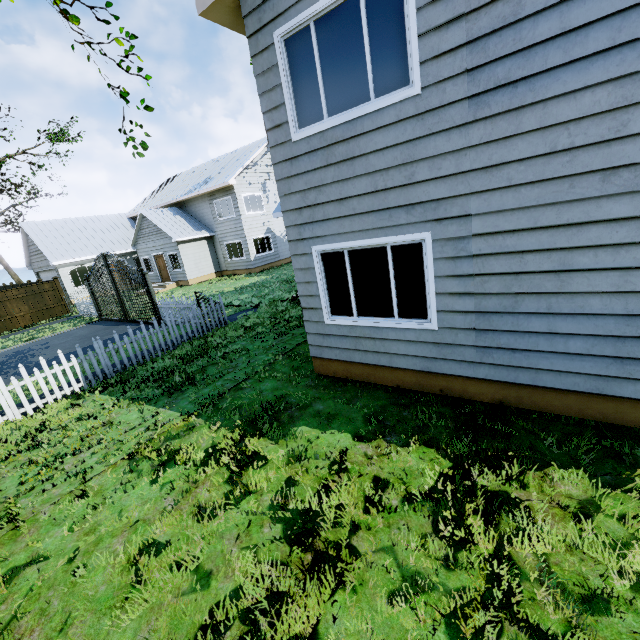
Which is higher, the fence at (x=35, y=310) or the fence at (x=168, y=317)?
the fence at (x=35, y=310)

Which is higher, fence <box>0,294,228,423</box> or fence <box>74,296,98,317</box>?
fence <box>74,296,98,317</box>

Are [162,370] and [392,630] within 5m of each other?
no

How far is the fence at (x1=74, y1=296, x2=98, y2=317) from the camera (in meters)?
18.22

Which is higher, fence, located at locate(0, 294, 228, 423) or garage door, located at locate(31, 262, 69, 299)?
garage door, located at locate(31, 262, 69, 299)

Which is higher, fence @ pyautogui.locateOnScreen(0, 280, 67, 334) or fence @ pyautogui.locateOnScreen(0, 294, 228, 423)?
fence @ pyautogui.locateOnScreen(0, 280, 67, 334)

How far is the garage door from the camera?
24.2 meters

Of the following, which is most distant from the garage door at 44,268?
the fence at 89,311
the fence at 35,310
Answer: the fence at 89,311
